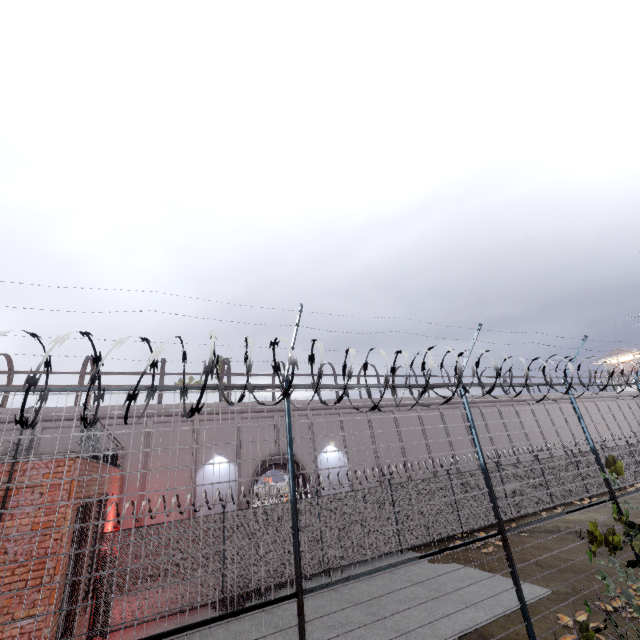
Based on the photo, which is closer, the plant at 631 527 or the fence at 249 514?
the fence at 249 514

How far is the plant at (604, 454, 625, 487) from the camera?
7.4 meters

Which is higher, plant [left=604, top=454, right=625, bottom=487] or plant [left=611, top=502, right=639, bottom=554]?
plant [left=604, top=454, right=625, bottom=487]

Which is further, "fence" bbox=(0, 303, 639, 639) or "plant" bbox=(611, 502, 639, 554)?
"plant" bbox=(611, 502, 639, 554)

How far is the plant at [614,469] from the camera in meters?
7.4

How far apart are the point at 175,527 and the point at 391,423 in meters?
17.3

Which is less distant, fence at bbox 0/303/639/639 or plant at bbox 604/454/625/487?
fence at bbox 0/303/639/639
